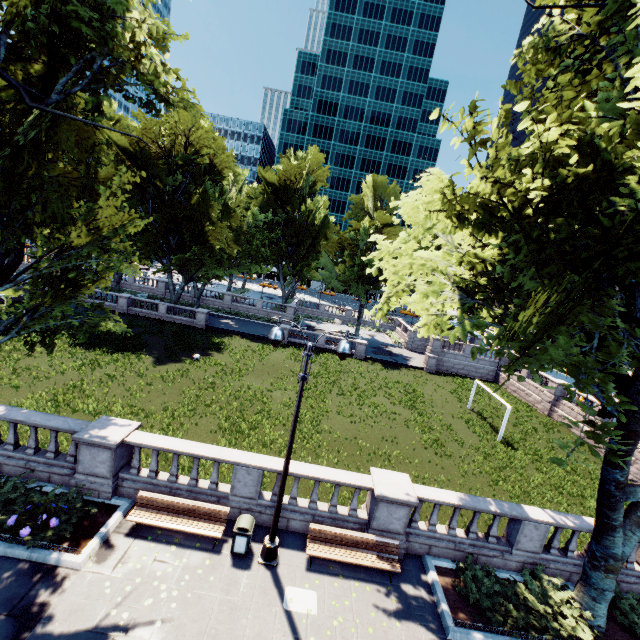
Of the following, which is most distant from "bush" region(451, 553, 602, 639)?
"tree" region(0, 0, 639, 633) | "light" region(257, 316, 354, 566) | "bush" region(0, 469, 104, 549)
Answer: "bush" region(0, 469, 104, 549)

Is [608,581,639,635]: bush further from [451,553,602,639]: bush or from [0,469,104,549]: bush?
[0,469,104,549]: bush

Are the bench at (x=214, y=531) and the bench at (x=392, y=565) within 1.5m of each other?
no

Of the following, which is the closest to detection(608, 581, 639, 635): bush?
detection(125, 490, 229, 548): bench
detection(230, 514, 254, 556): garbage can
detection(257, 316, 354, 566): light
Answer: detection(257, 316, 354, 566): light

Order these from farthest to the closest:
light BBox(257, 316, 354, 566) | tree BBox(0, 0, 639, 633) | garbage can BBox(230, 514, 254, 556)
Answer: garbage can BBox(230, 514, 254, 556) → light BBox(257, 316, 354, 566) → tree BBox(0, 0, 639, 633)

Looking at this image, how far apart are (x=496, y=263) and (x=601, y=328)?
2.9m

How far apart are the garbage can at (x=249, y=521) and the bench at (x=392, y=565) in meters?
1.8 m

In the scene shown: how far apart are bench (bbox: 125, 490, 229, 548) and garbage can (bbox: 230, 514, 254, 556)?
0.4m
